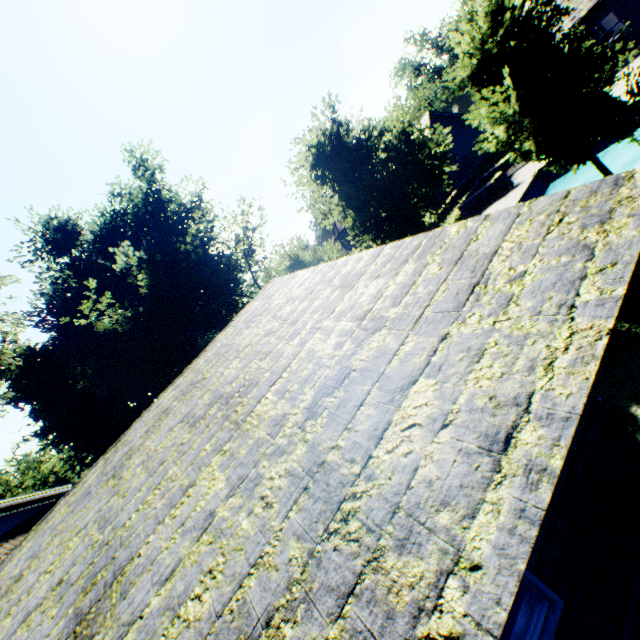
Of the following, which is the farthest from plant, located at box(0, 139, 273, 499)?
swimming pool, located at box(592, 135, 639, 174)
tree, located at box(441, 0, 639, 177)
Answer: swimming pool, located at box(592, 135, 639, 174)

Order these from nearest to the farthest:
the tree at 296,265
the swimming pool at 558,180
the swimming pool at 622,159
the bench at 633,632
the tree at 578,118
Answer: the bench at 633,632 → the tree at 578,118 → the swimming pool at 622,159 → the swimming pool at 558,180 → the tree at 296,265

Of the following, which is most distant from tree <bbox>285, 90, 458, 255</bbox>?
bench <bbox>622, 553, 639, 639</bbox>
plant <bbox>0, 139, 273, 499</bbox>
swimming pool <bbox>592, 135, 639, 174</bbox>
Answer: bench <bbox>622, 553, 639, 639</bbox>

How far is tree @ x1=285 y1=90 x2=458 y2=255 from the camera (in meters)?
10.94

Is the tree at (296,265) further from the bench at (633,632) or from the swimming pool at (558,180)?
the bench at (633,632)

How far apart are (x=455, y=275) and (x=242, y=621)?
3.07m

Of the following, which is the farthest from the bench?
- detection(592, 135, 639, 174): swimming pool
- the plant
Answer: detection(592, 135, 639, 174): swimming pool

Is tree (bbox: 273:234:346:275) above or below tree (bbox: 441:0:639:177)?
above
